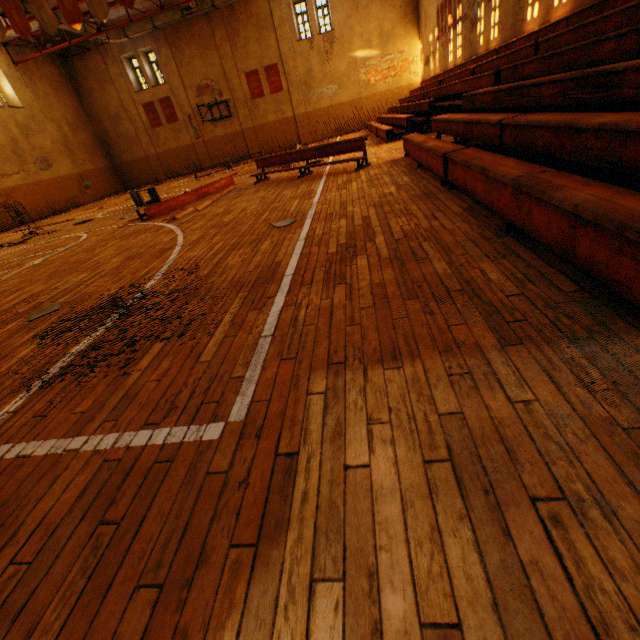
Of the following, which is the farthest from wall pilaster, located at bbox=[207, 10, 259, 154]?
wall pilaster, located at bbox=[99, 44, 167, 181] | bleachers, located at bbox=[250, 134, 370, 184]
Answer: bleachers, located at bbox=[250, 134, 370, 184]

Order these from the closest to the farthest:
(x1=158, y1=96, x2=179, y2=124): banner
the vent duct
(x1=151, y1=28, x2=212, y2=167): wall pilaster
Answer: the vent duct, (x1=151, y1=28, x2=212, y2=167): wall pilaster, (x1=158, y1=96, x2=179, y2=124): banner

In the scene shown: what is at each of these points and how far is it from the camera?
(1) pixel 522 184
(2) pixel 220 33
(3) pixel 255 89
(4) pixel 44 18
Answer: (1) bleachers, 2.4 meters
(2) wall pilaster, 20.7 meters
(3) banner, 22.2 meters
(4) banner, 11.6 meters

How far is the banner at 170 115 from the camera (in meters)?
22.97

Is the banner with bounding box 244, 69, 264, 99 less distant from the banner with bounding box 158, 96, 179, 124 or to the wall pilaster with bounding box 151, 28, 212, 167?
the wall pilaster with bounding box 151, 28, 212, 167

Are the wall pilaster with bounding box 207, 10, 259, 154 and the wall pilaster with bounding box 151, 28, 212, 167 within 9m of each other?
yes

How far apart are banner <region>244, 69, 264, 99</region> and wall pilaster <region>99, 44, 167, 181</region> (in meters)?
8.37

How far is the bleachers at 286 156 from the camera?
7.5 meters
